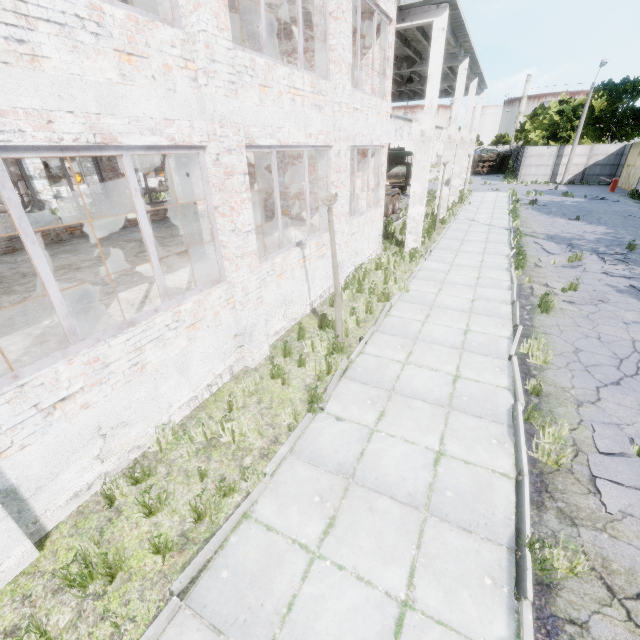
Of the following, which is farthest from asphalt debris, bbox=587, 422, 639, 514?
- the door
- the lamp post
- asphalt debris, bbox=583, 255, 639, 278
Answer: the door

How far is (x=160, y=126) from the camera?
4.13m

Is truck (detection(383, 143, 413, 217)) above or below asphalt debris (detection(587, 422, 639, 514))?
above

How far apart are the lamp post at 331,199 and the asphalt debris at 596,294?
6.3 meters

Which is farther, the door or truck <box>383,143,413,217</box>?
the door

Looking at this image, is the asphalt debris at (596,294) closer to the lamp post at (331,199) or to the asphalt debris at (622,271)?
the asphalt debris at (622,271)

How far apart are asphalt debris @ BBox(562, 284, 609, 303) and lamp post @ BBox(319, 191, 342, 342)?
6.3 meters

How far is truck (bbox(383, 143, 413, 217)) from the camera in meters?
20.3 m
